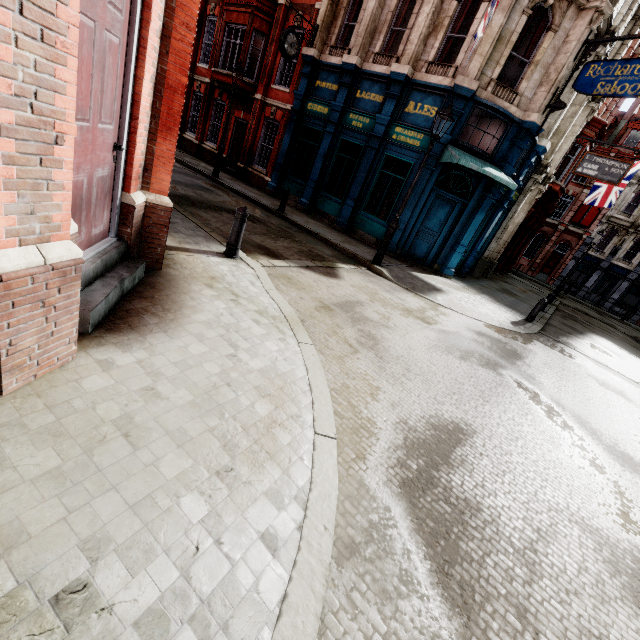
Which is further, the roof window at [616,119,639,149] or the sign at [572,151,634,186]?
the roof window at [616,119,639,149]

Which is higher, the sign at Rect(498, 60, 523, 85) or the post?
the sign at Rect(498, 60, 523, 85)

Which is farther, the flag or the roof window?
the roof window

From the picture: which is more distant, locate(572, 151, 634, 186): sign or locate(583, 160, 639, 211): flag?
locate(583, 160, 639, 211): flag

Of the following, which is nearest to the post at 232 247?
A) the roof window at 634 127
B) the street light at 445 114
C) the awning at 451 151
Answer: the street light at 445 114

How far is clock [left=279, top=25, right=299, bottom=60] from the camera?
13.1m

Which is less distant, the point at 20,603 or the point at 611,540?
the point at 20,603

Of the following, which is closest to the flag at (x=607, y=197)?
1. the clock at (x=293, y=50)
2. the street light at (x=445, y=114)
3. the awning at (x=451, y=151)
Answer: the awning at (x=451, y=151)
